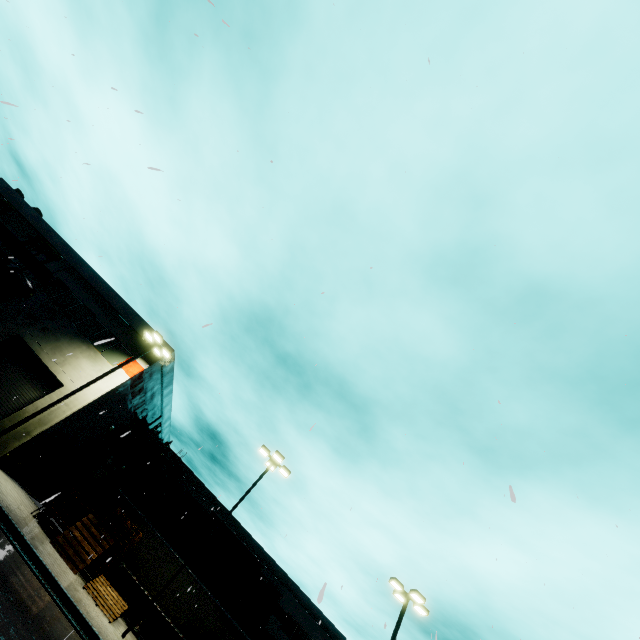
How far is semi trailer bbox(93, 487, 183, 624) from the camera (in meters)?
18.27

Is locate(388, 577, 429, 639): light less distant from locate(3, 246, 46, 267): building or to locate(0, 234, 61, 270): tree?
locate(3, 246, 46, 267): building

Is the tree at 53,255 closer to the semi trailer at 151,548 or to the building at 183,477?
the building at 183,477

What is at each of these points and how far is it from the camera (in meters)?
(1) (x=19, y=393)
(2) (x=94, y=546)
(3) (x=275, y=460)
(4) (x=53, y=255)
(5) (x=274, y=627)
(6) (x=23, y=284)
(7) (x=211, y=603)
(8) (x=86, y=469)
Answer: (1) roll-up door, 19.39
(2) pallet, 15.55
(3) light, 19.97
(4) tree, 25.50
(5) building, 33.22
(6) pipe, 22.48
(7) semi trailer, 21.38
(8) building, 26.59

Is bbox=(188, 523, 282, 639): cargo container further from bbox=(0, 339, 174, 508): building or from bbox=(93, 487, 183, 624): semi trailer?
bbox=(0, 339, 174, 508): building

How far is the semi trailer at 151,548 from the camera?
18.3 meters

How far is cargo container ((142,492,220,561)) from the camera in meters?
26.2

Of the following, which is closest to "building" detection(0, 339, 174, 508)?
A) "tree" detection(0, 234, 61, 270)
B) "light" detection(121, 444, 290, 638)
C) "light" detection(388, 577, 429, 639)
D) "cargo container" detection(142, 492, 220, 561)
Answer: "tree" detection(0, 234, 61, 270)
